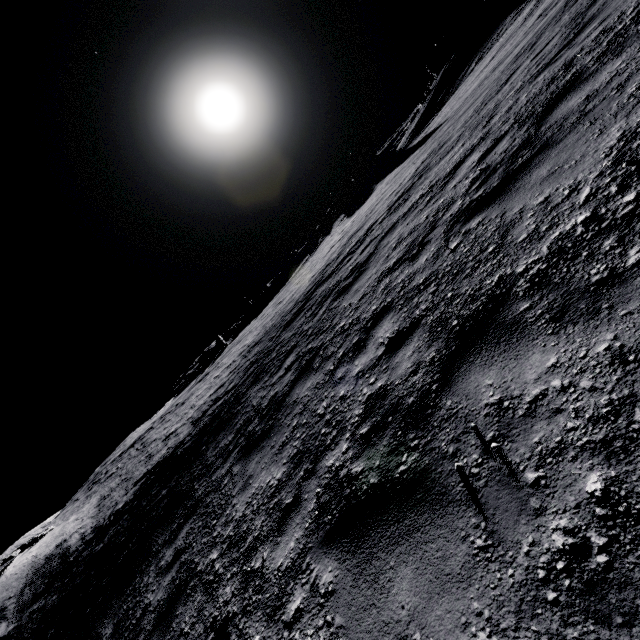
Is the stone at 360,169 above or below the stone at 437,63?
below

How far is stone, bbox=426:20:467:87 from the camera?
32.7m

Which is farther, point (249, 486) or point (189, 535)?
point (189, 535)

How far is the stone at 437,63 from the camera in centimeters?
3269cm

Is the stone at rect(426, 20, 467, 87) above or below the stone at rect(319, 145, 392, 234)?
→ above

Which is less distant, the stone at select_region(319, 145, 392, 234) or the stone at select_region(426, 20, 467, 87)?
the stone at select_region(426, 20, 467, 87)

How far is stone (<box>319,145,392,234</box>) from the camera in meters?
40.6
